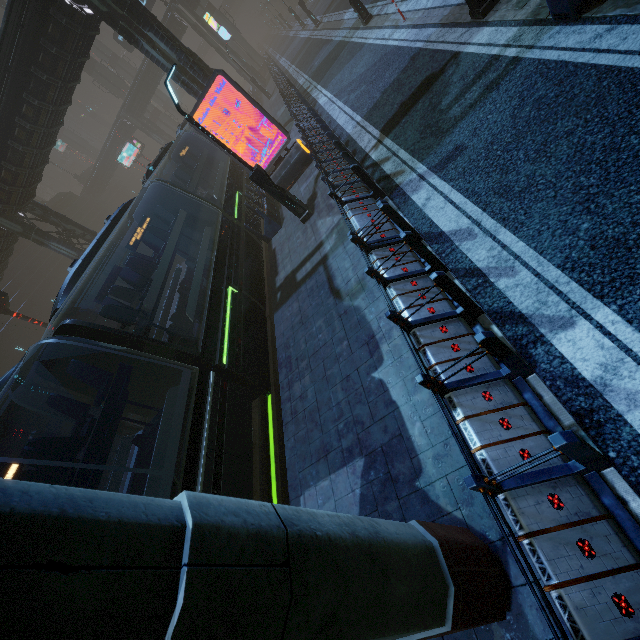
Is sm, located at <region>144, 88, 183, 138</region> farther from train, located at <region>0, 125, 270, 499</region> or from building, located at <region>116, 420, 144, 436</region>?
train, located at <region>0, 125, 270, 499</region>

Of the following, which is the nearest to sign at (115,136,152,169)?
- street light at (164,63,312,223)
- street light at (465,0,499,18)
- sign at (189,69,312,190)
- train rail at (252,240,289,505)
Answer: train rail at (252,240,289,505)

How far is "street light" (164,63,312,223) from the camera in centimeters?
903cm

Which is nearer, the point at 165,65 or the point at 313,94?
the point at 165,65

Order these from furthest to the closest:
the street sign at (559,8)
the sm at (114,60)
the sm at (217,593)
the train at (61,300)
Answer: the sm at (114,60)
the train at (61,300)
the street sign at (559,8)
the sm at (217,593)

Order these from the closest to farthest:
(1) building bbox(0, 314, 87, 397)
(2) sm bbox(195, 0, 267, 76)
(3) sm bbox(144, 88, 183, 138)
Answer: (1) building bbox(0, 314, 87, 397) < (2) sm bbox(195, 0, 267, 76) < (3) sm bbox(144, 88, 183, 138)

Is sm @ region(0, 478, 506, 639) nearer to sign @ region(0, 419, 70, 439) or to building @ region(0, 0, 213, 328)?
building @ region(0, 0, 213, 328)

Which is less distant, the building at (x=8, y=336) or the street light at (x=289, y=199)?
the street light at (x=289, y=199)
